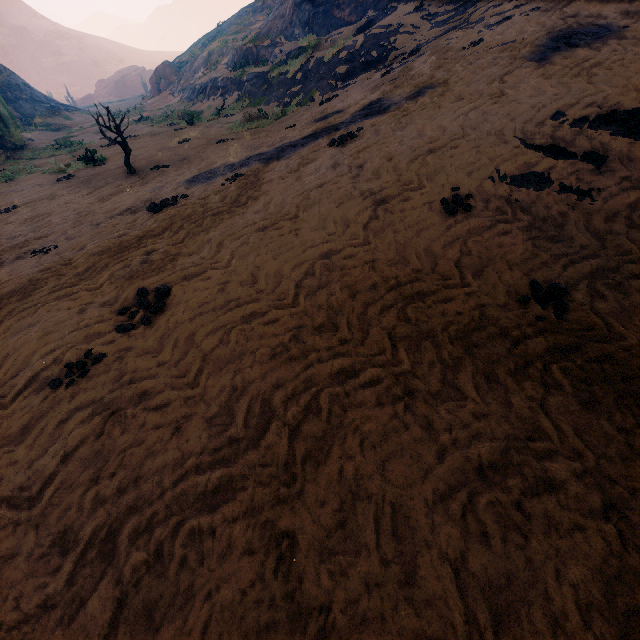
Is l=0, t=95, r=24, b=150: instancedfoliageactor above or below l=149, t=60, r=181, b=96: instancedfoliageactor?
below

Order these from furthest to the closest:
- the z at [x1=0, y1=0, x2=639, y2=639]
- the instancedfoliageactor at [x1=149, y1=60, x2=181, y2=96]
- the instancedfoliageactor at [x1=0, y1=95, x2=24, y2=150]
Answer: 1. the instancedfoliageactor at [x1=149, y1=60, x2=181, y2=96]
2. the instancedfoliageactor at [x1=0, y1=95, x2=24, y2=150]
3. the z at [x1=0, y1=0, x2=639, y2=639]

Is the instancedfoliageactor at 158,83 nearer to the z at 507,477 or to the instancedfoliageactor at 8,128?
the z at 507,477

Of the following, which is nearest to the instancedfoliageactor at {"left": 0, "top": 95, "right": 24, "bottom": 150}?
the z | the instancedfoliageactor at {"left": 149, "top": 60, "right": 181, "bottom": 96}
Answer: the z

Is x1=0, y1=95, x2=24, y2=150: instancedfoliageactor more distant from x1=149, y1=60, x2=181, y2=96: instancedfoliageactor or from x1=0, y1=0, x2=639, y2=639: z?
x1=149, y1=60, x2=181, y2=96: instancedfoliageactor

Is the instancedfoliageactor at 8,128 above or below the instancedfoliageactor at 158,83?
below

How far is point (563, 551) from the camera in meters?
1.8

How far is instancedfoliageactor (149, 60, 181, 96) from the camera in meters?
36.1
